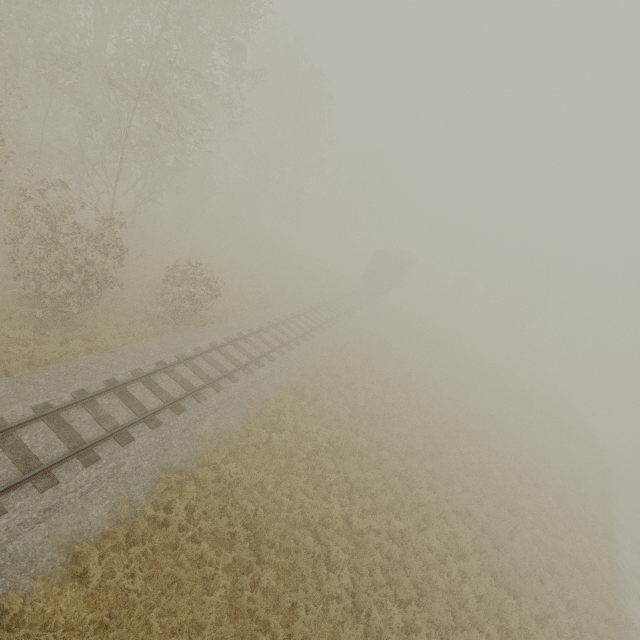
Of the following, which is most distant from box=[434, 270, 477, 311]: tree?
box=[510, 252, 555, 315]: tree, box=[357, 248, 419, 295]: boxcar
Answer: box=[510, 252, 555, 315]: tree

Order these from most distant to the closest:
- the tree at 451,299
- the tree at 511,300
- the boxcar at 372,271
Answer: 1. the tree at 511,300
2. the tree at 451,299
3. the boxcar at 372,271

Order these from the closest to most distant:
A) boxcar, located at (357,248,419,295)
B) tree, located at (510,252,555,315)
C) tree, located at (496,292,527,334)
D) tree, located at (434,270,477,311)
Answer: boxcar, located at (357,248,419,295)
tree, located at (434,270,477,311)
tree, located at (510,252,555,315)
tree, located at (496,292,527,334)

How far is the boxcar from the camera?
34.4 meters

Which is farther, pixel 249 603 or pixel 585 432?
pixel 585 432

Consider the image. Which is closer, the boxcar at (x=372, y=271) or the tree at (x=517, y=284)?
the boxcar at (x=372, y=271)

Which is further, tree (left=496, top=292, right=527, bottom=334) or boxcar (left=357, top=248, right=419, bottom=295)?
tree (left=496, top=292, right=527, bottom=334)

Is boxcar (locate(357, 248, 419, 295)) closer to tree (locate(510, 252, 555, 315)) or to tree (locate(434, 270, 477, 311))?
tree (locate(434, 270, 477, 311))
